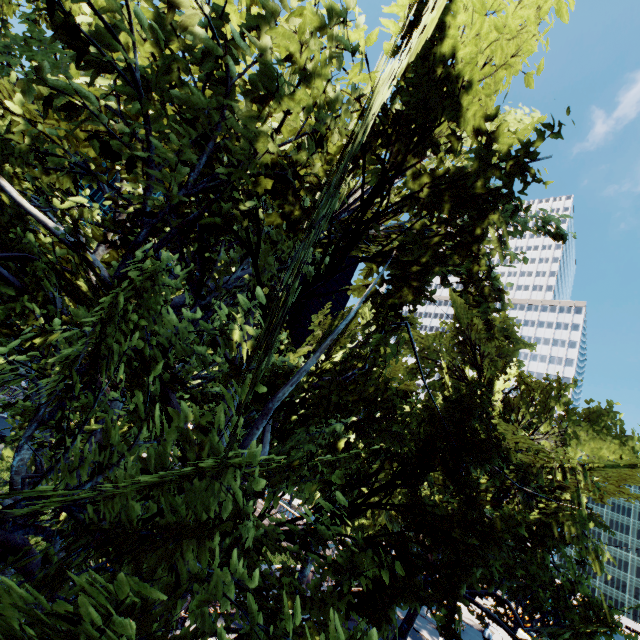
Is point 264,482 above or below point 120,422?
above
